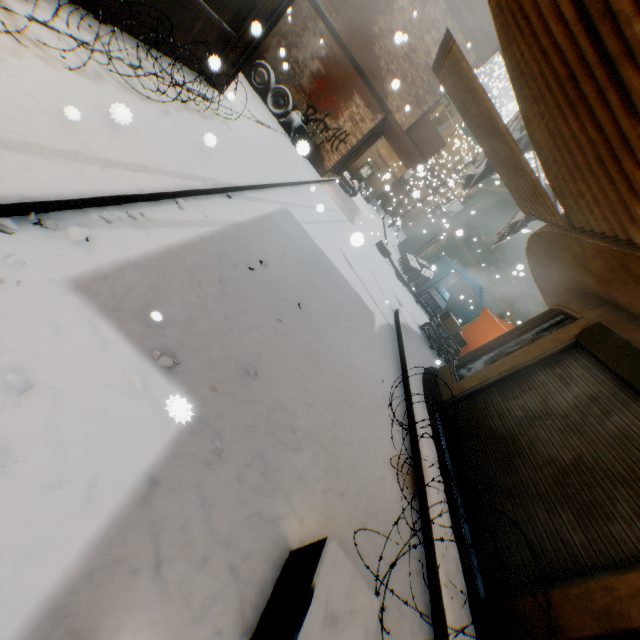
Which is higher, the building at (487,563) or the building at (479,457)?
the building at (479,457)

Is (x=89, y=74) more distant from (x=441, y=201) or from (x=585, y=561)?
(x=441, y=201)

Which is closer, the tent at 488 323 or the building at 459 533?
the building at 459 533

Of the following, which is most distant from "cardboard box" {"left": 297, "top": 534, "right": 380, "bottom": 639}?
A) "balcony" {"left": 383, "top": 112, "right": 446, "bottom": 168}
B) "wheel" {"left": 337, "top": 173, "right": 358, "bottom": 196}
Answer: "wheel" {"left": 337, "top": 173, "right": 358, "bottom": 196}

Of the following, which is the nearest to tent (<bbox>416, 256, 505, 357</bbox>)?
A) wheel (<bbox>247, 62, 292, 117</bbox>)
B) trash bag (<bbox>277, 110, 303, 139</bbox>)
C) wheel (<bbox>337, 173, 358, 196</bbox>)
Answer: wheel (<bbox>247, 62, 292, 117</bbox>)

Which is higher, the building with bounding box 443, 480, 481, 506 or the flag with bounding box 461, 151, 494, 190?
the flag with bounding box 461, 151, 494, 190

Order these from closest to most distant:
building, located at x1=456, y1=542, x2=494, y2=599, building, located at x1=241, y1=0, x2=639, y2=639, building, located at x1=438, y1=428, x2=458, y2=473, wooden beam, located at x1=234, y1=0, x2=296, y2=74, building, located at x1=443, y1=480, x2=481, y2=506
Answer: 1. building, located at x1=241, y1=0, x2=639, y2=639
2. building, located at x1=456, y1=542, x2=494, y2=599
3. building, located at x1=443, y1=480, x2=481, y2=506
4. building, located at x1=438, y1=428, x2=458, y2=473
5. wooden beam, located at x1=234, y1=0, x2=296, y2=74

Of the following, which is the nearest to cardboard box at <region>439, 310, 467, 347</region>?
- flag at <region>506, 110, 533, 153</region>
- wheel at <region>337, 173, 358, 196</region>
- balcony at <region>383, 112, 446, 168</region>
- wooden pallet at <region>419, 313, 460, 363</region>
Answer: wooden pallet at <region>419, 313, 460, 363</region>
